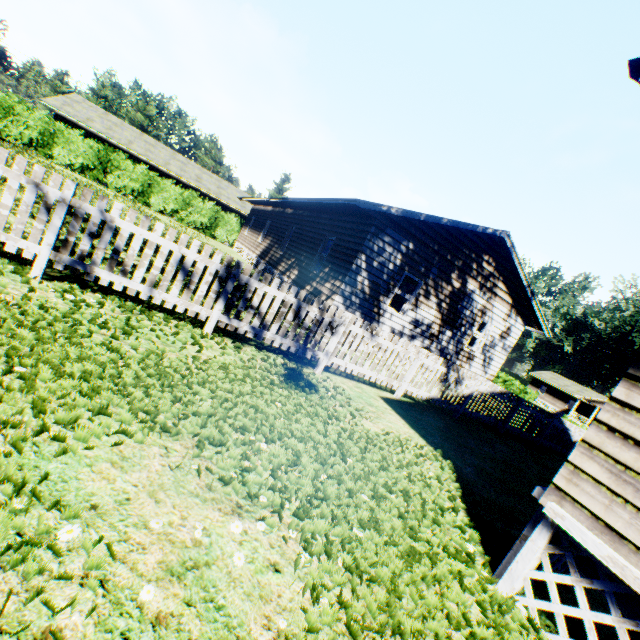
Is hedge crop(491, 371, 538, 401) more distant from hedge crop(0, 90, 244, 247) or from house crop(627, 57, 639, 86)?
hedge crop(0, 90, 244, 247)

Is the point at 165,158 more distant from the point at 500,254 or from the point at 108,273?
the point at 108,273

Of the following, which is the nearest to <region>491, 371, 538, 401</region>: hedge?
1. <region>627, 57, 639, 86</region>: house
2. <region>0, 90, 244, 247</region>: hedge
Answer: <region>627, 57, 639, 86</region>: house

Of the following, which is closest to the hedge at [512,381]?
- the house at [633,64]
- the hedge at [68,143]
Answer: the house at [633,64]

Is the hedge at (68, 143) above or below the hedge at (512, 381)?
above
